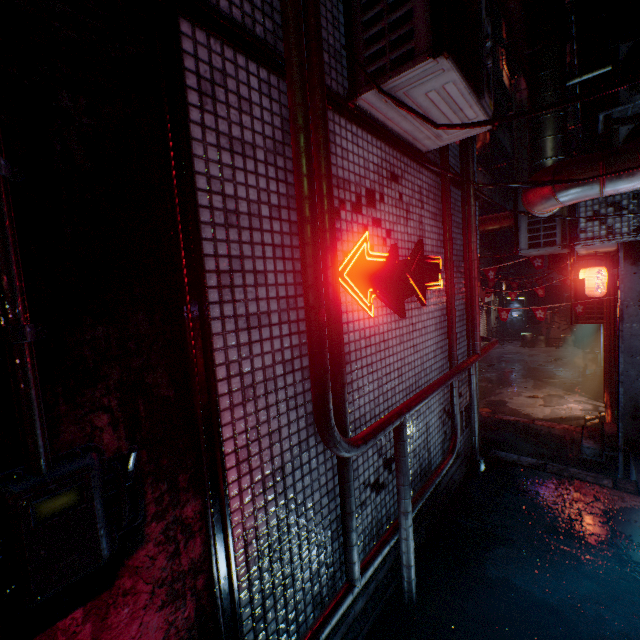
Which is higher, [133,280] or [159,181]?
[159,181]

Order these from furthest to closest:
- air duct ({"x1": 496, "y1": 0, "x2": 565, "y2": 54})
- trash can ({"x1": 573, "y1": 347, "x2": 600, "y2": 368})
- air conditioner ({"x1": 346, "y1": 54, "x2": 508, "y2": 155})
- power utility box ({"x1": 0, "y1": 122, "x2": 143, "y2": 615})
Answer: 1. trash can ({"x1": 573, "y1": 347, "x2": 600, "y2": 368})
2. air duct ({"x1": 496, "y1": 0, "x2": 565, "y2": 54})
3. air conditioner ({"x1": 346, "y1": 54, "x2": 508, "y2": 155})
4. power utility box ({"x1": 0, "y1": 122, "x2": 143, "y2": 615})

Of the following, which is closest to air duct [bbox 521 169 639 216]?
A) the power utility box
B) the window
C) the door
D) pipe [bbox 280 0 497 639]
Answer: pipe [bbox 280 0 497 639]

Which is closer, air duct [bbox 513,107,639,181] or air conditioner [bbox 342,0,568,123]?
air conditioner [bbox 342,0,568,123]

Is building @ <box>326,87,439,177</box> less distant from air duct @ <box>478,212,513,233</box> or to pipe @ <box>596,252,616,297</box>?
air duct @ <box>478,212,513,233</box>

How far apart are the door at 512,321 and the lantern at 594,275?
14.2 meters

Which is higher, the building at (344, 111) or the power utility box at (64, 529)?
the building at (344, 111)

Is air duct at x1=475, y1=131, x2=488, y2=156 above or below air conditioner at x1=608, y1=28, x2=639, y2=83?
above
